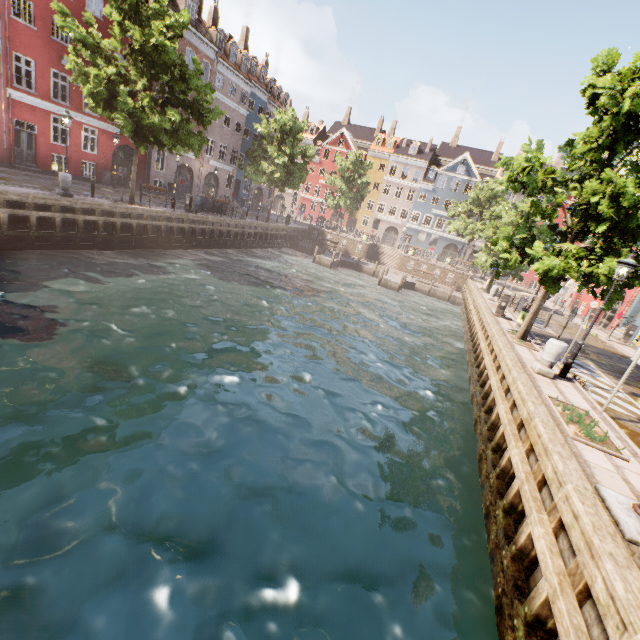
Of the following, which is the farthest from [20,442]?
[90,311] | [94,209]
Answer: [94,209]

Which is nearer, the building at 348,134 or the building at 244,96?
the building at 244,96

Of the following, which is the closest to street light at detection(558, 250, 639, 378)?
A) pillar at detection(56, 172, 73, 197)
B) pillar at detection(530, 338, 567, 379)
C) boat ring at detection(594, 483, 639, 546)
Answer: pillar at detection(530, 338, 567, 379)

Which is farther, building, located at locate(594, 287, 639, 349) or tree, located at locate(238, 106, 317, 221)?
tree, located at locate(238, 106, 317, 221)

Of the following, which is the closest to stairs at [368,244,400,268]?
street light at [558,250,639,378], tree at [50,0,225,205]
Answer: tree at [50,0,225,205]

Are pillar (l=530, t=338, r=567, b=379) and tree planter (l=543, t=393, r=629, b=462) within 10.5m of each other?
yes

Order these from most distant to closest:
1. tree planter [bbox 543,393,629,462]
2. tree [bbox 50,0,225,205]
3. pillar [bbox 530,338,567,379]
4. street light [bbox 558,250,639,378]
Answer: tree [bbox 50,0,225,205]
pillar [bbox 530,338,567,379]
street light [bbox 558,250,639,378]
tree planter [bbox 543,393,629,462]

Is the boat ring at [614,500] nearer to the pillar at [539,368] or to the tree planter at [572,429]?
the tree planter at [572,429]
